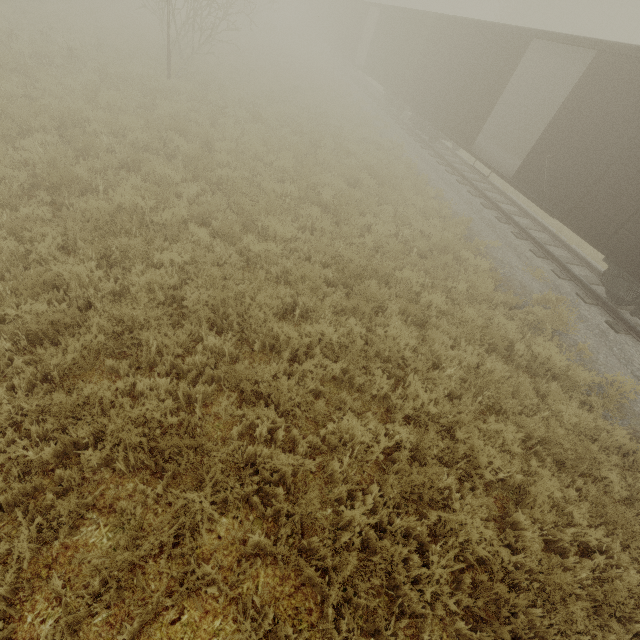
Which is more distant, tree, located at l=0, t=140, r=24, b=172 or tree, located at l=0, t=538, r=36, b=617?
tree, located at l=0, t=140, r=24, b=172

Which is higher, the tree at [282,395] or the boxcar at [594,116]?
the boxcar at [594,116]

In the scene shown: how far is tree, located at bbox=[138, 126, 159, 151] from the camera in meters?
8.3

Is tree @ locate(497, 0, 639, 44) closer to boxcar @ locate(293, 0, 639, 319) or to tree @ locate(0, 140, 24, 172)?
boxcar @ locate(293, 0, 639, 319)

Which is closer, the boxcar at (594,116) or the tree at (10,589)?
the tree at (10,589)

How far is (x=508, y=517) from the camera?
4.2m
